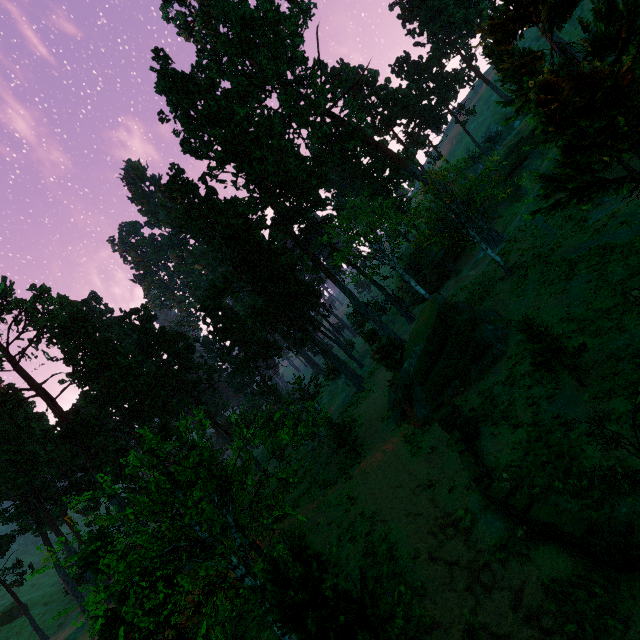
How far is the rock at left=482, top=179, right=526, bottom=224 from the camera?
41.8 meters

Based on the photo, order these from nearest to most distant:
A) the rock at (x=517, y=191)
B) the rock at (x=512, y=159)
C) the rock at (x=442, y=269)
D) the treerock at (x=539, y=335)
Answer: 1. the treerock at (x=539, y=335)
2. the rock at (x=512, y=159)
3. the rock at (x=517, y=191)
4. the rock at (x=442, y=269)

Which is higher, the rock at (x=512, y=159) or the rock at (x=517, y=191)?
the rock at (x=512, y=159)

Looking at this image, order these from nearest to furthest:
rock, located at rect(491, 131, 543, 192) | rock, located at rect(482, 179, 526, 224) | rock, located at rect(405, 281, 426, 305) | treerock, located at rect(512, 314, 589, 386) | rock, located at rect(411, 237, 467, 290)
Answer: treerock, located at rect(512, 314, 589, 386) → rock, located at rect(491, 131, 543, 192) → rock, located at rect(482, 179, 526, 224) → rock, located at rect(411, 237, 467, 290) → rock, located at rect(405, 281, 426, 305)

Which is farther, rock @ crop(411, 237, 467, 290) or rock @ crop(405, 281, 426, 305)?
rock @ crop(405, 281, 426, 305)

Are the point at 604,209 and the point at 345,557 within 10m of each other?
no

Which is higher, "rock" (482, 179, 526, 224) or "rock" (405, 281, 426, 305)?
"rock" (482, 179, 526, 224)

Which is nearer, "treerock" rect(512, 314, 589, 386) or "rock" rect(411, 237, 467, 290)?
"treerock" rect(512, 314, 589, 386)
